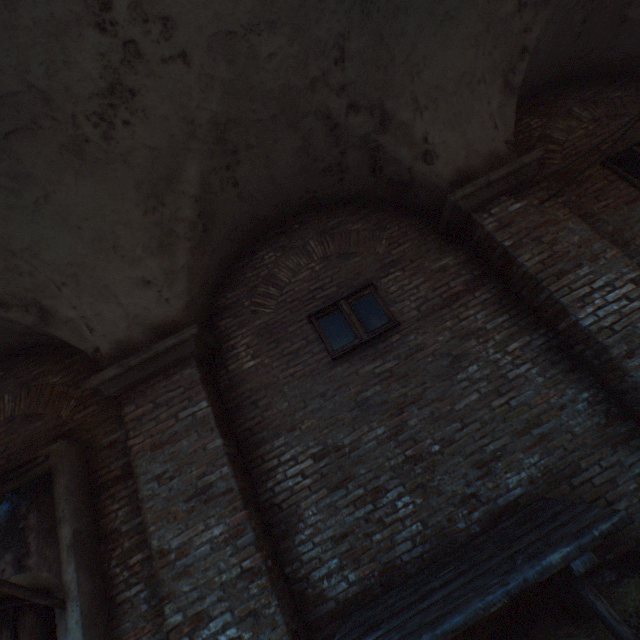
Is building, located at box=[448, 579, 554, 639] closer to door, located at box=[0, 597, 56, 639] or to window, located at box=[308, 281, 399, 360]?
door, located at box=[0, 597, 56, 639]

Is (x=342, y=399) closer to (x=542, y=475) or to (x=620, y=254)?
(x=542, y=475)

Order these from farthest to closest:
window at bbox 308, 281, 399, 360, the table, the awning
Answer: window at bbox 308, 281, 399, 360, the awning, the table

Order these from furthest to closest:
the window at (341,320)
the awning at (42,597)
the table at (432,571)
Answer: the window at (341,320) → the awning at (42,597) → the table at (432,571)

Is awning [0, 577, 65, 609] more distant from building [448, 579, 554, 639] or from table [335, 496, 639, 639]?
building [448, 579, 554, 639]

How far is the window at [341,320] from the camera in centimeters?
419cm

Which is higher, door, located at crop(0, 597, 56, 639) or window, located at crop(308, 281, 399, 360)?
window, located at crop(308, 281, 399, 360)

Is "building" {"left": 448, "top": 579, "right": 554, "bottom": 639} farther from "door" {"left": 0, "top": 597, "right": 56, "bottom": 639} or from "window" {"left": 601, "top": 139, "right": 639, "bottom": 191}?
"window" {"left": 601, "top": 139, "right": 639, "bottom": 191}
